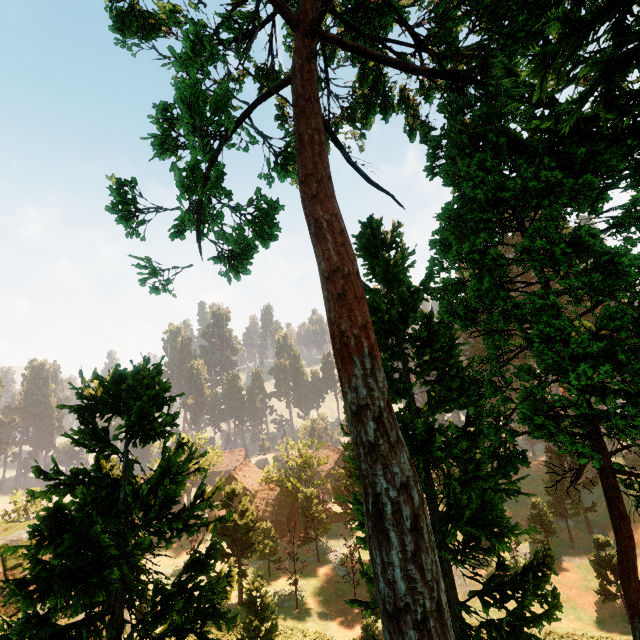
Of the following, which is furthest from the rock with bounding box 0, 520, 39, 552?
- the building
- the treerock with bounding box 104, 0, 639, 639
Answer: the building

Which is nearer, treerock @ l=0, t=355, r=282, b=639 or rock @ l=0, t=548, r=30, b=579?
treerock @ l=0, t=355, r=282, b=639

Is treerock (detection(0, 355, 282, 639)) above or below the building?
above

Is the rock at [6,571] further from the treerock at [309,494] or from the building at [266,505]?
the building at [266,505]

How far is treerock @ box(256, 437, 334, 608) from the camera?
40.59m

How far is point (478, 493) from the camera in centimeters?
994cm

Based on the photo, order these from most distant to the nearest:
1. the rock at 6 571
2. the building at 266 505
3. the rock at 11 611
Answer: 1. the building at 266 505
2. the rock at 6 571
3. the rock at 11 611

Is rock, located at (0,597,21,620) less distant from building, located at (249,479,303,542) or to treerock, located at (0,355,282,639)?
treerock, located at (0,355,282,639)
